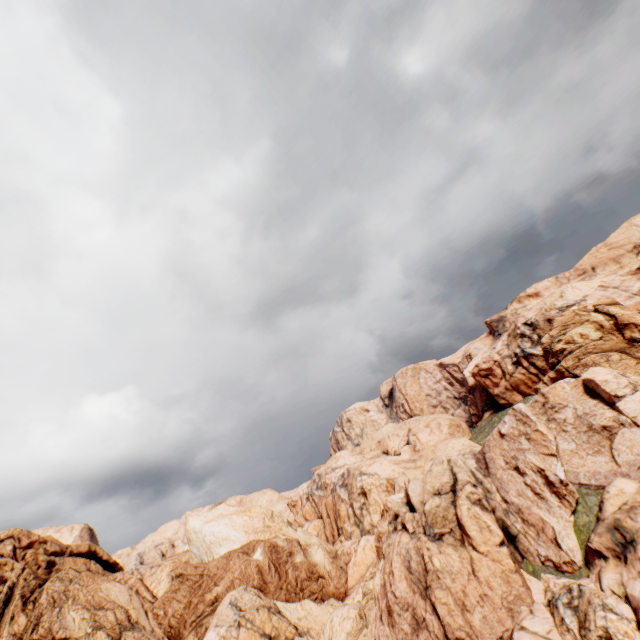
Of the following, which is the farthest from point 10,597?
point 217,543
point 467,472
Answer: point 467,472
